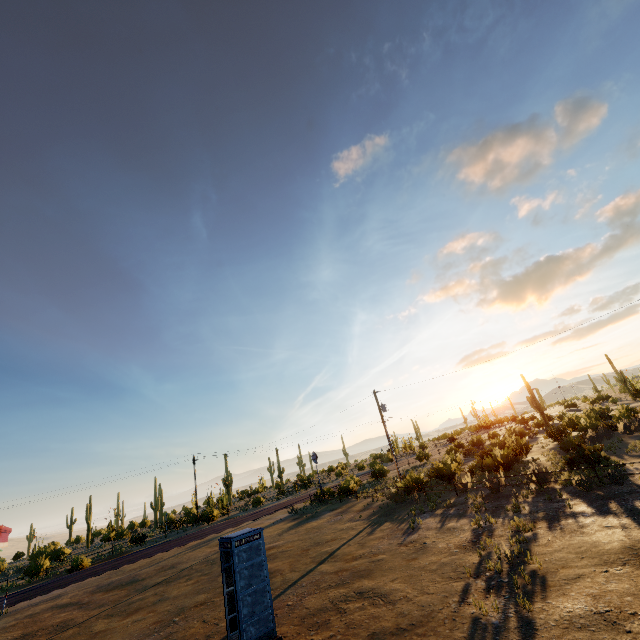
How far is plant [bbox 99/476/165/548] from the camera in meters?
37.9

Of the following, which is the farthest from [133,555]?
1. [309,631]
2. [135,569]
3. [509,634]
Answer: [509,634]

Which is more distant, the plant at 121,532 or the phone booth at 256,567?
the plant at 121,532

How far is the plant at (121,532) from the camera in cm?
3793

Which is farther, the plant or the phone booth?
the plant
